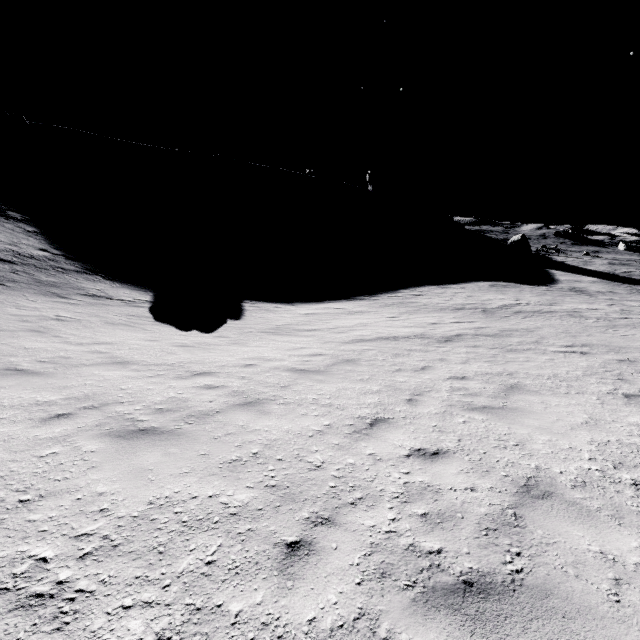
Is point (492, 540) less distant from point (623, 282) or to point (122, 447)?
point (122, 447)
